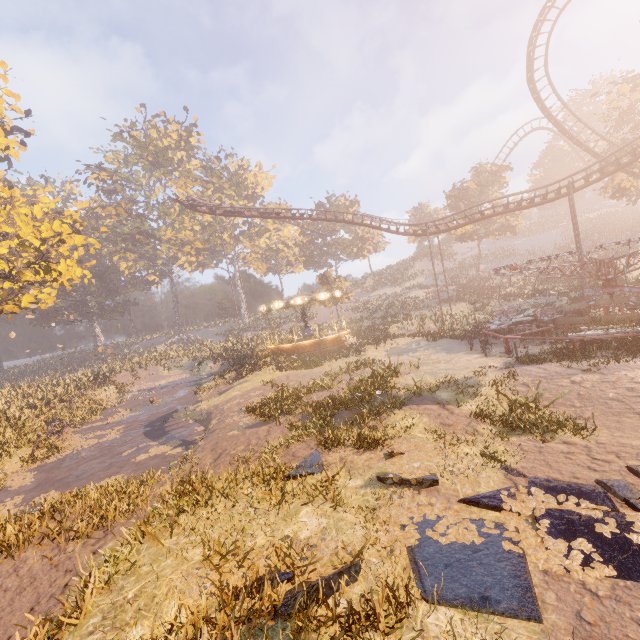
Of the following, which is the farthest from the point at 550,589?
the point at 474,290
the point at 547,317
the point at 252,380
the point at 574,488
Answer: the point at 474,290

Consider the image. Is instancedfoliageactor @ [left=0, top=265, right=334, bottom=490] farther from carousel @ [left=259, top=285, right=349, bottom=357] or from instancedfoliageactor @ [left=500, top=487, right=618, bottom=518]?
instancedfoliageactor @ [left=500, top=487, right=618, bottom=518]

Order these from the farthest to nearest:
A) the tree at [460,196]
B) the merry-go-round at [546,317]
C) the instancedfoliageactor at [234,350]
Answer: the tree at [460,196] → the instancedfoliageactor at [234,350] → the merry-go-round at [546,317]

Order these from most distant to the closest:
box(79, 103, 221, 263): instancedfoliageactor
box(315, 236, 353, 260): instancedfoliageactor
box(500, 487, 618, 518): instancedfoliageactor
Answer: box(315, 236, 353, 260): instancedfoliageactor → box(79, 103, 221, 263): instancedfoliageactor → box(500, 487, 618, 518): instancedfoliageactor

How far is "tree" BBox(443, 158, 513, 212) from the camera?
41.8m

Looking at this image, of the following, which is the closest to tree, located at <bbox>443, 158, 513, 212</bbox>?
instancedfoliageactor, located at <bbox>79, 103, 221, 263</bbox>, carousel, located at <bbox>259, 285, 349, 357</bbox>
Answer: carousel, located at <bbox>259, 285, 349, 357</bbox>

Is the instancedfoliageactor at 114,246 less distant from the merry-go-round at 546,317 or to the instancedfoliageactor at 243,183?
the instancedfoliageactor at 243,183

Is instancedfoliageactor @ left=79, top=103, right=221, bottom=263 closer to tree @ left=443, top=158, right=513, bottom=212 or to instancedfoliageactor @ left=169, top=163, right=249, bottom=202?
instancedfoliageactor @ left=169, top=163, right=249, bottom=202
